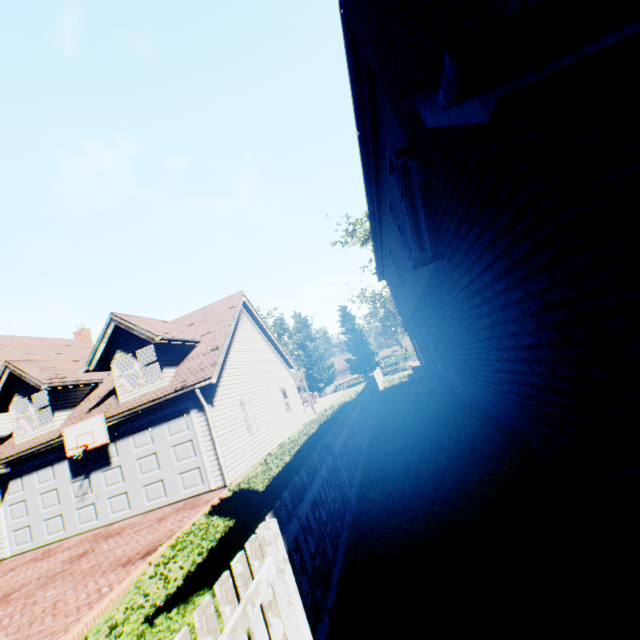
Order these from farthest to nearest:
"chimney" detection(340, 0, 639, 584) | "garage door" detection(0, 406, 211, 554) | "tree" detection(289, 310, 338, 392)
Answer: "tree" detection(289, 310, 338, 392)
"garage door" detection(0, 406, 211, 554)
"chimney" detection(340, 0, 639, 584)

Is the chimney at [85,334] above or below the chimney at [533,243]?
above

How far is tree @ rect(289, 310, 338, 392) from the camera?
47.7m

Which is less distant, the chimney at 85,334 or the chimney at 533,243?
the chimney at 533,243

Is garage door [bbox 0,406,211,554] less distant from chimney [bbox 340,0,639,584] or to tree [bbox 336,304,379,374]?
chimney [bbox 340,0,639,584]

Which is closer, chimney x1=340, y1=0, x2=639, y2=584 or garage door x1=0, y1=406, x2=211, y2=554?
chimney x1=340, y1=0, x2=639, y2=584

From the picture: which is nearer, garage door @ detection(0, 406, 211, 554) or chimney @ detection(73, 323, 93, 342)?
garage door @ detection(0, 406, 211, 554)

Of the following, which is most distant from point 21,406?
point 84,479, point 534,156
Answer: point 534,156
